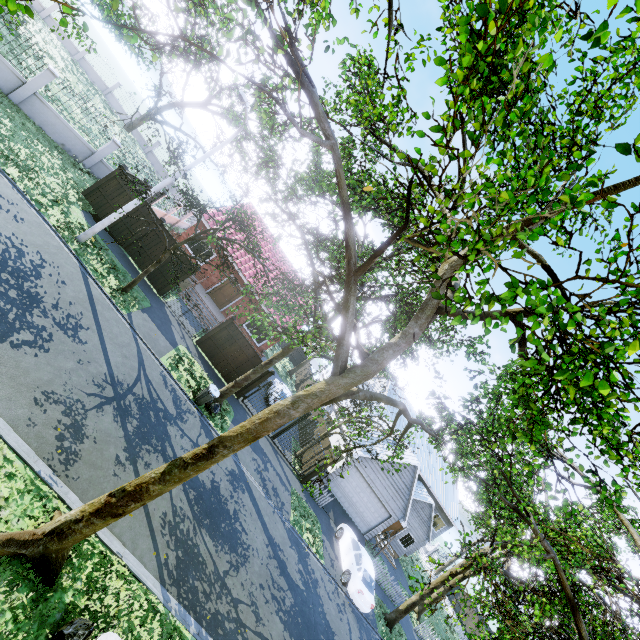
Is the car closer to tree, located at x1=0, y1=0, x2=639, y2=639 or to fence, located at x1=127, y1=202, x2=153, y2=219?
tree, located at x1=0, y1=0, x2=639, y2=639

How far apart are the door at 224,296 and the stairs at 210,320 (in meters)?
1.93

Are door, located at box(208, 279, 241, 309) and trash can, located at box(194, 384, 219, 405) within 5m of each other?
no

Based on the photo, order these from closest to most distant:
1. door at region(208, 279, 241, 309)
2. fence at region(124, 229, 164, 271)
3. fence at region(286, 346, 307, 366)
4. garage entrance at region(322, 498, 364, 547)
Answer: fence at region(124, 229, 164, 271)
garage entrance at region(322, 498, 364, 547)
door at region(208, 279, 241, 309)
fence at region(286, 346, 307, 366)

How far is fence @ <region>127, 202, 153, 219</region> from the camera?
16.3 meters

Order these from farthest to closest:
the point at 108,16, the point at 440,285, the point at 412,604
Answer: the point at 412,604, the point at 108,16, the point at 440,285

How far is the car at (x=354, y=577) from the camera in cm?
1588

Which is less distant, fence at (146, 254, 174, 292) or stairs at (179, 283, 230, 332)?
fence at (146, 254, 174, 292)
